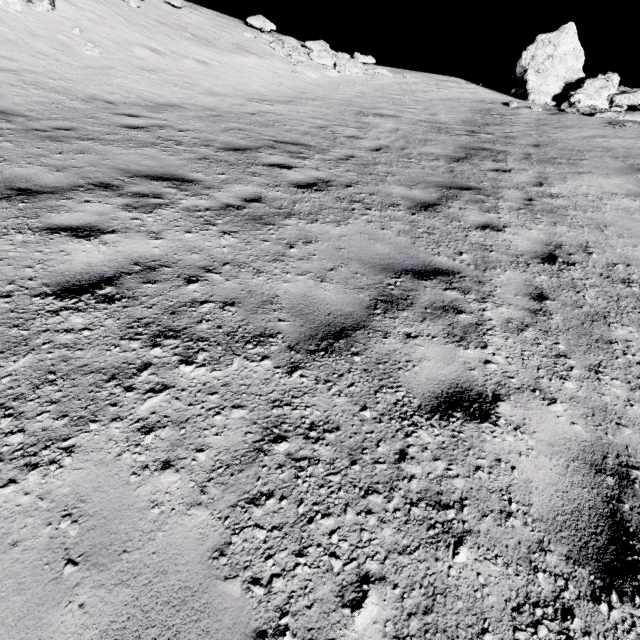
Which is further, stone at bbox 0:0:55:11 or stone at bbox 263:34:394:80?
stone at bbox 263:34:394:80

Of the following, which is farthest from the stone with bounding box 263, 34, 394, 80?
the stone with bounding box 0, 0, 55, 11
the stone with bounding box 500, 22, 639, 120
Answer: the stone with bounding box 500, 22, 639, 120

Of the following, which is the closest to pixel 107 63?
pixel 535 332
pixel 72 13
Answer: pixel 72 13

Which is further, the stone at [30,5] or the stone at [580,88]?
the stone at [580,88]

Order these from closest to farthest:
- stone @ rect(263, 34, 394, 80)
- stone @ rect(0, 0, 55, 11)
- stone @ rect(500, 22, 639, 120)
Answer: stone @ rect(0, 0, 55, 11), stone @ rect(500, 22, 639, 120), stone @ rect(263, 34, 394, 80)

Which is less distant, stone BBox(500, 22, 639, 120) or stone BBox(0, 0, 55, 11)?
stone BBox(0, 0, 55, 11)

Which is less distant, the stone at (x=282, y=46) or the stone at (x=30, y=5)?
the stone at (x=30, y=5)
